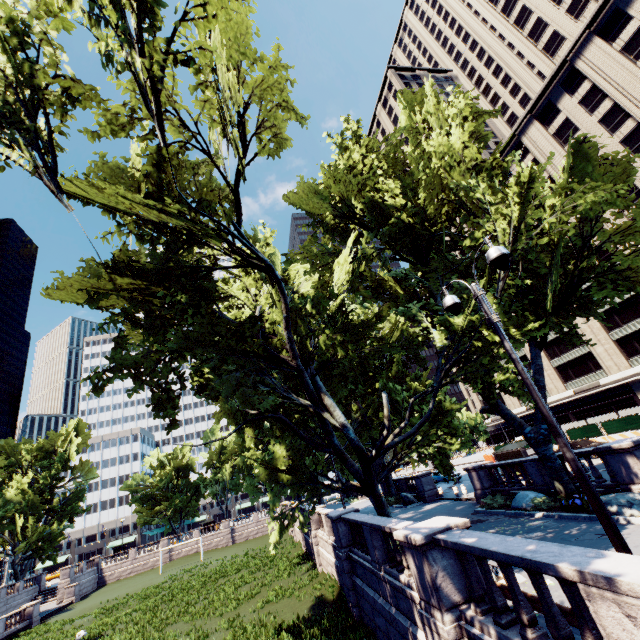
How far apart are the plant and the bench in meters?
7.9

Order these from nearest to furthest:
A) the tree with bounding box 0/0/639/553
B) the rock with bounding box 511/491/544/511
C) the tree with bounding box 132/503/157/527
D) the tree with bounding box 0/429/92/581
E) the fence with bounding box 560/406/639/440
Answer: the tree with bounding box 0/0/639/553, the rock with bounding box 511/491/544/511, the fence with bounding box 560/406/639/440, the tree with bounding box 0/429/92/581, the tree with bounding box 132/503/157/527

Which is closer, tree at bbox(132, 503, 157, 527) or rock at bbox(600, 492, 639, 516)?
rock at bbox(600, 492, 639, 516)

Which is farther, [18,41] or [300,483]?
[300,483]

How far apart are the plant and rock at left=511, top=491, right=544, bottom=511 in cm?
189

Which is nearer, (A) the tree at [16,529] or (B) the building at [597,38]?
(B) the building at [597,38]

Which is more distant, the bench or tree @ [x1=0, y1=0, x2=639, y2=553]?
tree @ [x1=0, y1=0, x2=639, y2=553]

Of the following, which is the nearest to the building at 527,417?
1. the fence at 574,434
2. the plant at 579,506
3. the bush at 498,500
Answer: the fence at 574,434
